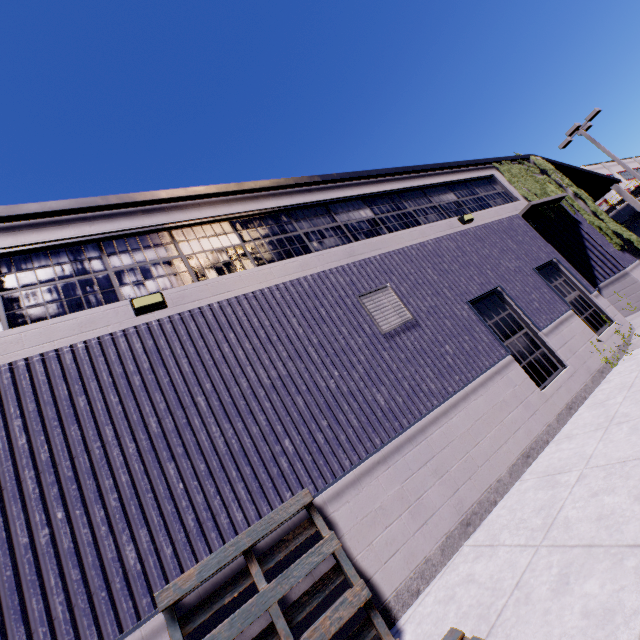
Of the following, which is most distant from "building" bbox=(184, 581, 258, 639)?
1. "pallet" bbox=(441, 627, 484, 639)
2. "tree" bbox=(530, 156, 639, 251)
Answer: "pallet" bbox=(441, 627, 484, 639)

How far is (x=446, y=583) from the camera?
4.2m

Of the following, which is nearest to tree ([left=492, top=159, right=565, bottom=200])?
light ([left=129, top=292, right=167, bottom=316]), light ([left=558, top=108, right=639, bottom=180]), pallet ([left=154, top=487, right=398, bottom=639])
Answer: pallet ([left=154, top=487, right=398, bottom=639])

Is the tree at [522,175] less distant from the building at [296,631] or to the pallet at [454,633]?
the building at [296,631]

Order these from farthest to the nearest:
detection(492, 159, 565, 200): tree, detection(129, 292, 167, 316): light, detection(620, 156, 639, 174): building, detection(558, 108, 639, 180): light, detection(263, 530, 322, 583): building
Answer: detection(620, 156, 639, 174): building < detection(558, 108, 639, 180): light < detection(492, 159, 565, 200): tree < detection(129, 292, 167, 316): light < detection(263, 530, 322, 583): building

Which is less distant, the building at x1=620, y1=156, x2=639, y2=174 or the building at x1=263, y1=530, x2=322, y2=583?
the building at x1=263, y1=530, x2=322, y2=583

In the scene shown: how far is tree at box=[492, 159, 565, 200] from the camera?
12.3 meters

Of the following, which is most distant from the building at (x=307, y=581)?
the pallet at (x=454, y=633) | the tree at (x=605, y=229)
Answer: the pallet at (x=454, y=633)
